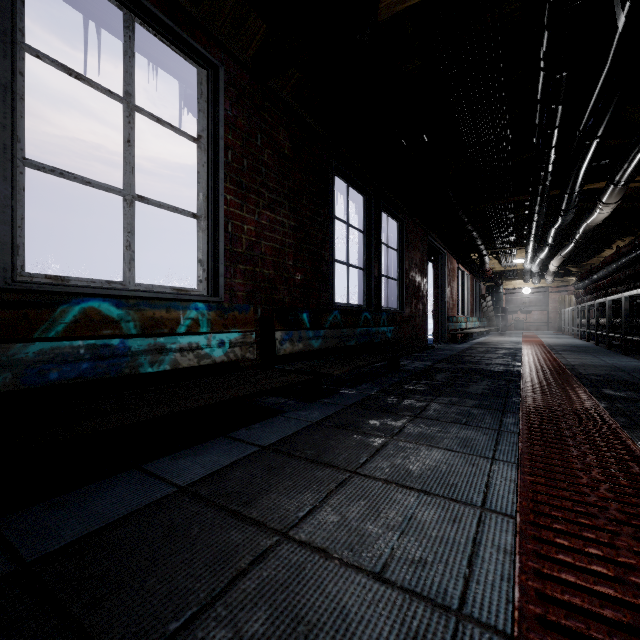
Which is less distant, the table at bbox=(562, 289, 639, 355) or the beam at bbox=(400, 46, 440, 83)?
the beam at bbox=(400, 46, 440, 83)

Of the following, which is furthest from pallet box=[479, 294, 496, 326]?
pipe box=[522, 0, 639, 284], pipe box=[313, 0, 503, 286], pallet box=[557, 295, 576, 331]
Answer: pallet box=[557, 295, 576, 331]

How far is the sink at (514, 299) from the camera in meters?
14.2 m

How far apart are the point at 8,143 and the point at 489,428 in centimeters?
211cm

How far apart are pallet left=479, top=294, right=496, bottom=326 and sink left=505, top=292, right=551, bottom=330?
2.11m

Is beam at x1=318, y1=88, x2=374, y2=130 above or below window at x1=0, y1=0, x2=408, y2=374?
above

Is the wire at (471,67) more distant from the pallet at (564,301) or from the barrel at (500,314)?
the pallet at (564,301)

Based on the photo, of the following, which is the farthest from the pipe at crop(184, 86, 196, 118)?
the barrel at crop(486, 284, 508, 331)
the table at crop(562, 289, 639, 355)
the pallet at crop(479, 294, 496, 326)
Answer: the barrel at crop(486, 284, 508, 331)
